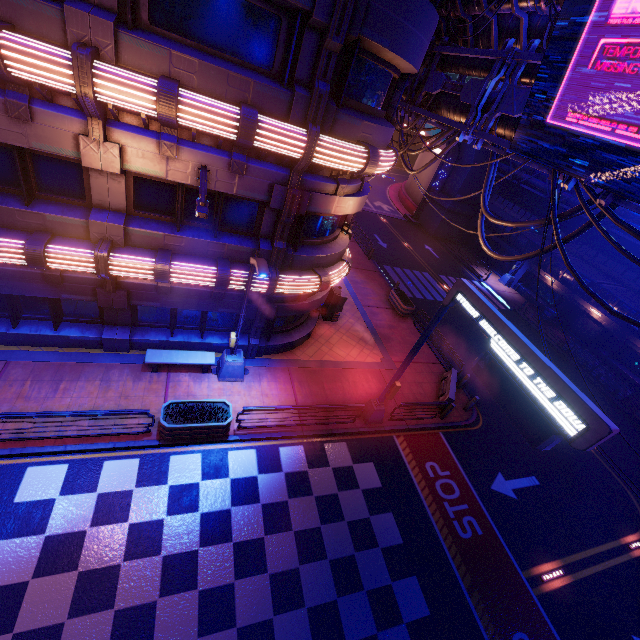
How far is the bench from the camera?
12.00m

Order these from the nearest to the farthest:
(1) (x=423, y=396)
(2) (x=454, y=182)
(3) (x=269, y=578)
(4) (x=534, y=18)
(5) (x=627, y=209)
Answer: (3) (x=269, y=578)
(4) (x=534, y=18)
(1) (x=423, y=396)
(5) (x=627, y=209)
(2) (x=454, y=182)

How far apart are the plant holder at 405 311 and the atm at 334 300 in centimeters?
504cm

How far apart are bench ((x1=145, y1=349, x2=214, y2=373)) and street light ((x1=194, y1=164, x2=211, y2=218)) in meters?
6.3

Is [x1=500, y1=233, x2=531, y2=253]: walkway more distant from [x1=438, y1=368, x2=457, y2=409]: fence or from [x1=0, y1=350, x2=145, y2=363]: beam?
[x1=0, y1=350, x2=145, y2=363]: beam

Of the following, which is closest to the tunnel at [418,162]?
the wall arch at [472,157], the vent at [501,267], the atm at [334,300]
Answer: the wall arch at [472,157]

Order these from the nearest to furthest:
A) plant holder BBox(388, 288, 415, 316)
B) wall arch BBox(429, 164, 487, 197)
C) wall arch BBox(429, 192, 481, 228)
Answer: plant holder BBox(388, 288, 415, 316) → wall arch BBox(429, 164, 487, 197) → wall arch BBox(429, 192, 481, 228)

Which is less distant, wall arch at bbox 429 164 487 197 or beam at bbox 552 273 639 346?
beam at bbox 552 273 639 346
